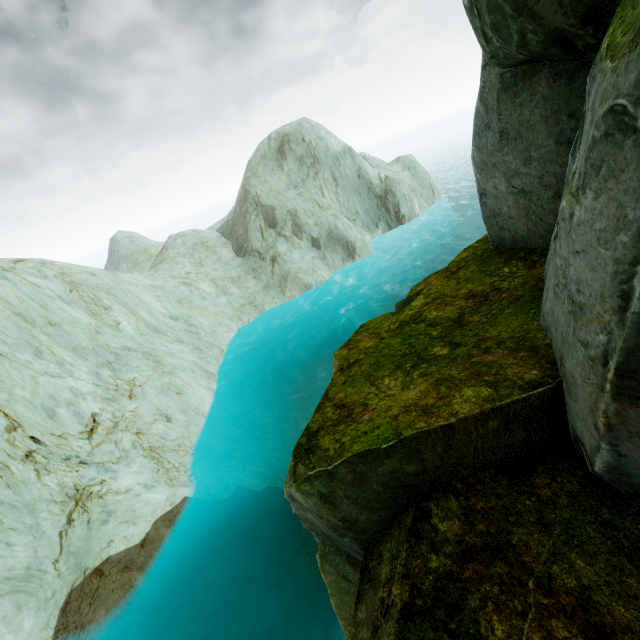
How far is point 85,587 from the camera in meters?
9.8
